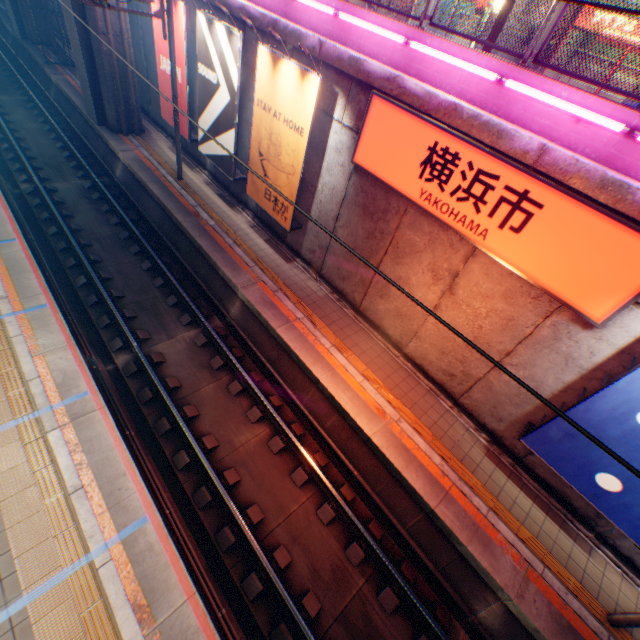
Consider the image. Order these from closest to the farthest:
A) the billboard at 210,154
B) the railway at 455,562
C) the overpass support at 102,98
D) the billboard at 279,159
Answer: the railway at 455,562 < the billboard at 279,159 < the billboard at 210,154 < the overpass support at 102,98

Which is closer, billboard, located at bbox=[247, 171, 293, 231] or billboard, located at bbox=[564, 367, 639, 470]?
Result: billboard, located at bbox=[564, 367, 639, 470]

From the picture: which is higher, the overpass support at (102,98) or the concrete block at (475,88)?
the concrete block at (475,88)

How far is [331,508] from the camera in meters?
7.6 m

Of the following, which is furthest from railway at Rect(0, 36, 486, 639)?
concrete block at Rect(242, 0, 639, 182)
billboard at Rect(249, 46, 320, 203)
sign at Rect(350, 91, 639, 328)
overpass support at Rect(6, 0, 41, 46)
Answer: concrete block at Rect(242, 0, 639, 182)

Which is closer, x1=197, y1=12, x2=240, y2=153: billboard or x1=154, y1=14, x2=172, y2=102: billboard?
x1=197, y1=12, x2=240, y2=153: billboard

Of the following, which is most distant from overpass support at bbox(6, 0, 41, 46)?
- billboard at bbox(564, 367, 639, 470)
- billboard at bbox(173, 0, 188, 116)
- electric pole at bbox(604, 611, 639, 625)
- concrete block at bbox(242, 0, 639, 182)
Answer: billboard at bbox(564, 367, 639, 470)

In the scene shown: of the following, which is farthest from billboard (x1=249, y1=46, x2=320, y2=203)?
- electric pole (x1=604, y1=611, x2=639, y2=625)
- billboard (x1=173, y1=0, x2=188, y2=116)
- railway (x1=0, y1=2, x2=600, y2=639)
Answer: electric pole (x1=604, y1=611, x2=639, y2=625)
